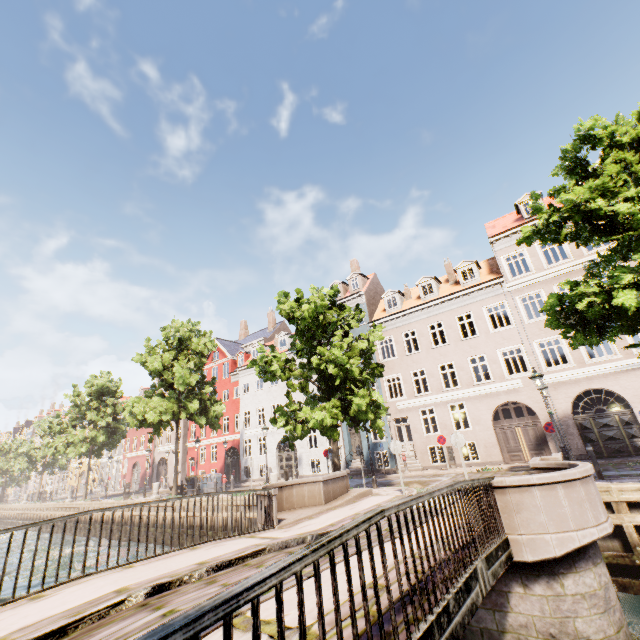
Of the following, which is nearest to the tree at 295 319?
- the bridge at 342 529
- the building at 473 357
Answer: the bridge at 342 529

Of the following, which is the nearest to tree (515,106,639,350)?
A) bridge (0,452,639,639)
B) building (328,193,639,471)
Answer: bridge (0,452,639,639)

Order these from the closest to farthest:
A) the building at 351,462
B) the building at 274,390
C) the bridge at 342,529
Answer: the bridge at 342,529
the building at 351,462
the building at 274,390

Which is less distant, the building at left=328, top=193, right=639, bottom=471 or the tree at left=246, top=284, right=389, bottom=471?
the tree at left=246, top=284, right=389, bottom=471

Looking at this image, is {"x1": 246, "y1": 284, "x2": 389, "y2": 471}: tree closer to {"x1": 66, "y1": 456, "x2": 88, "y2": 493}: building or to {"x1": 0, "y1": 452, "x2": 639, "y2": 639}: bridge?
{"x1": 0, "y1": 452, "x2": 639, "y2": 639}: bridge

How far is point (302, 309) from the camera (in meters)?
15.38

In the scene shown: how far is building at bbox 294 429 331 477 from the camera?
25.7m
